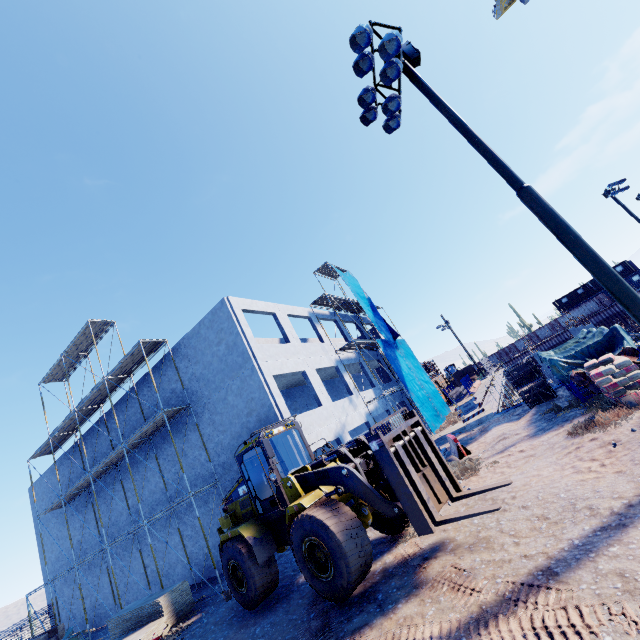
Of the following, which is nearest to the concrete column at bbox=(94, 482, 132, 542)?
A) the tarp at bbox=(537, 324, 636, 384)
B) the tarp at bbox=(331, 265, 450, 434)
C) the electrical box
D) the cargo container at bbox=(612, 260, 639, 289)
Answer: the tarp at bbox=(331, 265, 450, 434)

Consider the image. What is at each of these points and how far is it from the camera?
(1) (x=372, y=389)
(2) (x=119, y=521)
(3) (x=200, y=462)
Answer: (1) concrete column, 23.6 meters
(2) concrete column, 20.4 meters
(3) concrete column, 16.9 meters

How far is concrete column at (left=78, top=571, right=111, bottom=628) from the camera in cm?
2075

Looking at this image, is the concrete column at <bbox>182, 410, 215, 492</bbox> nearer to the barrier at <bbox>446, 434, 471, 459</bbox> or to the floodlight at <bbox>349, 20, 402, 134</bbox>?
the barrier at <bbox>446, 434, 471, 459</bbox>

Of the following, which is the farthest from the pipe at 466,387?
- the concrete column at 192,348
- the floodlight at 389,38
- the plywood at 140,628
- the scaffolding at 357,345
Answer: the floodlight at 389,38

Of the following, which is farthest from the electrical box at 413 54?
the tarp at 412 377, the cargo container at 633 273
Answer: the cargo container at 633 273

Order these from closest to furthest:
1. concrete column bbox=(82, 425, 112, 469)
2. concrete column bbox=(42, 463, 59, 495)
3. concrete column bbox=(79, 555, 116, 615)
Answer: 1. concrete column bbox=(79, 555, 116, 615)
2. concrete column bbox=(82, 425, 112, 469)
3. concrete column bbox=(42, 463, 59, 495)

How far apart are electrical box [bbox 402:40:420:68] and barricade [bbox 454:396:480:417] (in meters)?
16.45
